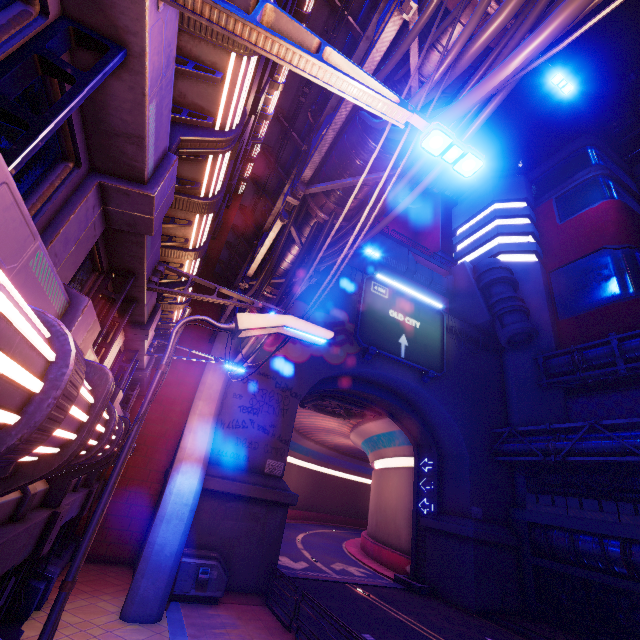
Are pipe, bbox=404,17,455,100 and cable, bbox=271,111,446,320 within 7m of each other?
yes

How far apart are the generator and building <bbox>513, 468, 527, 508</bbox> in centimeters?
2033cm

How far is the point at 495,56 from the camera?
4.7 meters

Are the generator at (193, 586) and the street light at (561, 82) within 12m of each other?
no

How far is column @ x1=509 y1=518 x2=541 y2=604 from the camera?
19.4m

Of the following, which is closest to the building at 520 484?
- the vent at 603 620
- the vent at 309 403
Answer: the vent at 603 620

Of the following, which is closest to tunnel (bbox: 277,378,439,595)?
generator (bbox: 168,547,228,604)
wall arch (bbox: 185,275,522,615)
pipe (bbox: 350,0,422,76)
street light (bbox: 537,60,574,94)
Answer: wall arch (bbox: 185,275,522,615)

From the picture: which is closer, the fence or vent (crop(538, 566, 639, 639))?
vent (crop(538, 566, 639, 639))
